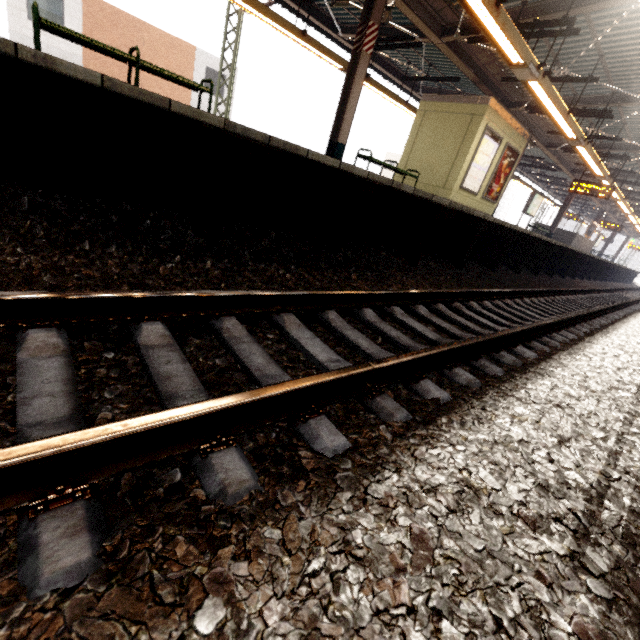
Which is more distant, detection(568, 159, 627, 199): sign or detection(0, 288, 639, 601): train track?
detection(568, 159, 627, 199): sign

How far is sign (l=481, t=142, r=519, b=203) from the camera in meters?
10.8

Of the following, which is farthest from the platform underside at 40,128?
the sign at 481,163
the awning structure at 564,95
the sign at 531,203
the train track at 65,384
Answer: the sign at 531,203

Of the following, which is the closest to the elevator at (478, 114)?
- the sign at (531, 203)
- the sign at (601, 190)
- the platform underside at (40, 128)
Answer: the platform underside at (40, 128)

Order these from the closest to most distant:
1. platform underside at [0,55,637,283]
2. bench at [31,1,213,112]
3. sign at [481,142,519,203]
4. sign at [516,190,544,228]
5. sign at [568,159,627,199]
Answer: platform underside at [0,55,637,283], bench at [31,1,213,112], sign at [481,142,519,203], sign at [568,159,627,199], sign at [516,190,544,228]

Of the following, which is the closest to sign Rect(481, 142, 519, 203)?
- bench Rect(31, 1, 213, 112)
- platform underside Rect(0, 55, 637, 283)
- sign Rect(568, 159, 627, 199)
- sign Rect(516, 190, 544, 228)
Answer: platform underside Rect(0, 55, 637, 283)

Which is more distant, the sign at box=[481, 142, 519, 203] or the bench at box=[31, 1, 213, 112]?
the sign at box=[481, 142, 519, 203]

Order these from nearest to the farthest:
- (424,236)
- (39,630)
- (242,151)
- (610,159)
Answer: (39,630), (242,151), (424,236), (610,159)
